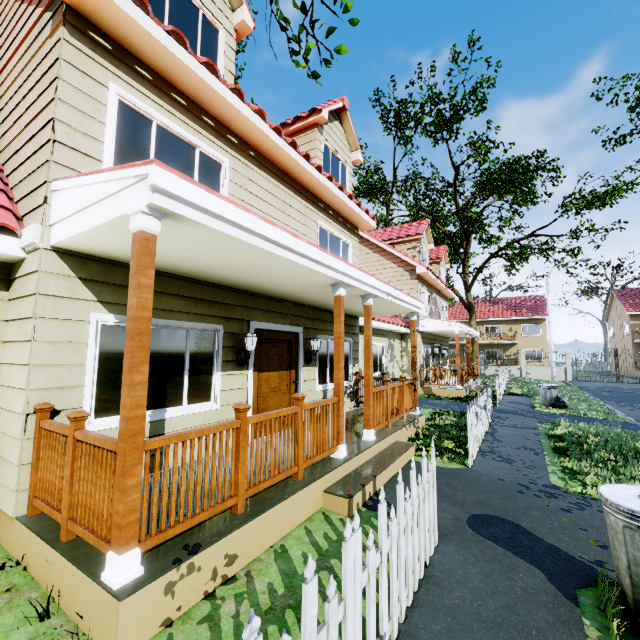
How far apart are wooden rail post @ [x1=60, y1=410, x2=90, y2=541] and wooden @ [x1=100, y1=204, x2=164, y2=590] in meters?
0.8

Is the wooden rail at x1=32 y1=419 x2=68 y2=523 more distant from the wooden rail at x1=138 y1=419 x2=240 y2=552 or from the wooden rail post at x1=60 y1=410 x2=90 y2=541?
the wooden rail at x1=138 y1=419 x2=240 y2=552

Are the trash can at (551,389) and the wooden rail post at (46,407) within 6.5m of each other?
no

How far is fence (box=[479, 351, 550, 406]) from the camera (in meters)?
15.18

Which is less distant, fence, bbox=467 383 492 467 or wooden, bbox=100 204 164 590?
wooden, bbox=100 204 164 590

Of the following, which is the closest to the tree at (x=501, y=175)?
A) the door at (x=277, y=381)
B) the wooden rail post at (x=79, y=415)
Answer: the door at (x=277, y=381)

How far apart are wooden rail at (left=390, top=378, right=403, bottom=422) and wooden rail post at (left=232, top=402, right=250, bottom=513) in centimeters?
439cm

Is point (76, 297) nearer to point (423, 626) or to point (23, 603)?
point (23, 603)
